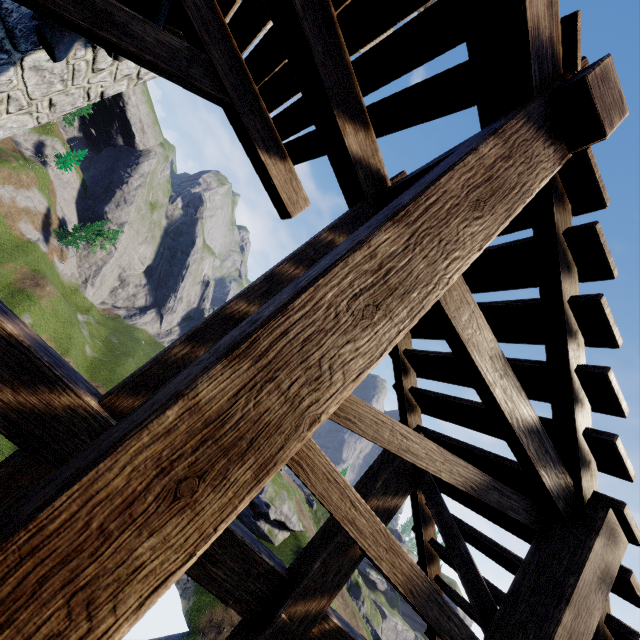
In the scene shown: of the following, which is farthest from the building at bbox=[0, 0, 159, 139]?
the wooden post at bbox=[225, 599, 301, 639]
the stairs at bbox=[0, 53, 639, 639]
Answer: the wooden post at bbox=[225, 599, 301, 639]

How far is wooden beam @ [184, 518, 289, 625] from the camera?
2.2 meters

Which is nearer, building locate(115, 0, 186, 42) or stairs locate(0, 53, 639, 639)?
stairs locate(0, 53, 639, 639)

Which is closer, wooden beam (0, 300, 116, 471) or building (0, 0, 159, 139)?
wooden beam (0, 300, 116, 471)

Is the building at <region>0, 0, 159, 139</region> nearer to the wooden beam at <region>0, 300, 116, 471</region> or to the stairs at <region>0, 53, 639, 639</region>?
the wooden beam at <region>0, 300, 116, 471</region>

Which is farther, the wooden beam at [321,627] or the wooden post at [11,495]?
the wooden beam at [321,627]

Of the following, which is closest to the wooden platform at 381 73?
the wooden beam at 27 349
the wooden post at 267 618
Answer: the wooden beam at 27 349

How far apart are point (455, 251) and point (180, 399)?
1.08m
